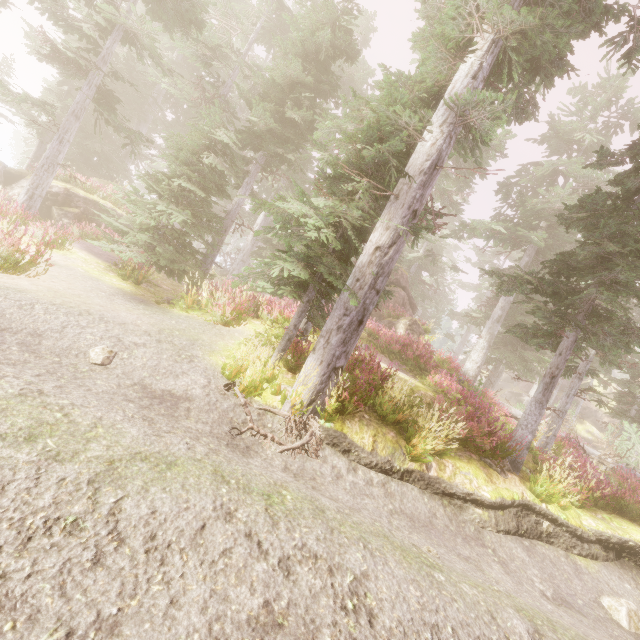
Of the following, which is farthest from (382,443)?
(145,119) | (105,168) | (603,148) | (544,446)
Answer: (145,119)

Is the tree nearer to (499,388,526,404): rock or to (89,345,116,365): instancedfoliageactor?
(89,345,116,365): instancedfoliageactor

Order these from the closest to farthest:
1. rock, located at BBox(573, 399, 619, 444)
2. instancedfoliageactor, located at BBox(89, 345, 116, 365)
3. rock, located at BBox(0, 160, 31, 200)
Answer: instancedfoliageactor, located at BBox(89, 345, 116, 365) < rock, located at BBox(0, 160, 31, 200) < rock, located at BBox(573, 399, 619, 444)

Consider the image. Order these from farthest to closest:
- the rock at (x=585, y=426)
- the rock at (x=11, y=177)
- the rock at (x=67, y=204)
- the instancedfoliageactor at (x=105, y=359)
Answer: the rock at (x=585, y=426) < the rock at (x=67, y=204) < the rock at (x=11, y=177) < the instancedfoliageactor at (x=105, y=359)

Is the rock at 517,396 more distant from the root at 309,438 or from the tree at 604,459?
the root at 309,438

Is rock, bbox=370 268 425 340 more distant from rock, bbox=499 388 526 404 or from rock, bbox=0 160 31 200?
rock, bbox=499 388 526 404

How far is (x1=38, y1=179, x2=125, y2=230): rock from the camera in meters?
15.7 m

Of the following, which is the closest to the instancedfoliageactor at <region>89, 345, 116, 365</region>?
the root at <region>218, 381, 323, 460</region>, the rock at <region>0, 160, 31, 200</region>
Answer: the rock at <region>0, 160, 31, 200</region>
